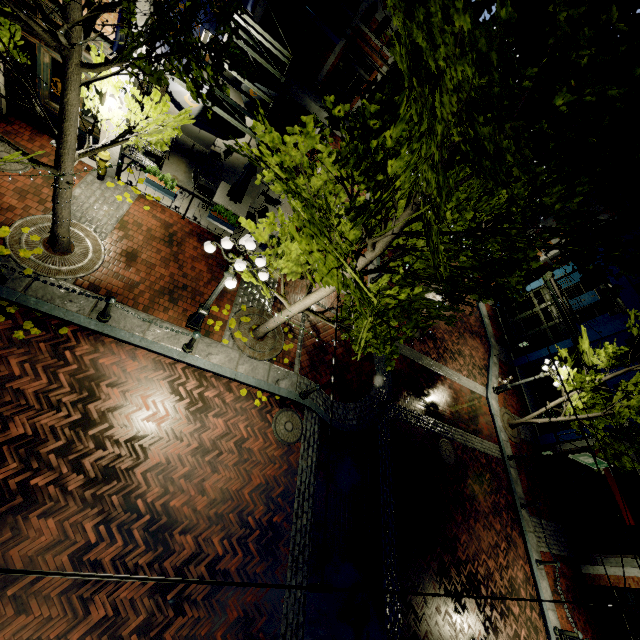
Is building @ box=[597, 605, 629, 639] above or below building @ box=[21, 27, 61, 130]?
below

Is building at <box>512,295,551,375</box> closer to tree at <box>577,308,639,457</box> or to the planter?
tree at <box>577,308,639,457</box>

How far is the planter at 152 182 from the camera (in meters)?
9.16

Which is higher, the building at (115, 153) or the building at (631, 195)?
the building at (631, 195)

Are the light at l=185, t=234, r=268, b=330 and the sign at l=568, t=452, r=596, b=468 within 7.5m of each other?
no

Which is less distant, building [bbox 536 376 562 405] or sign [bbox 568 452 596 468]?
sign [bbox 568 452 596 468]

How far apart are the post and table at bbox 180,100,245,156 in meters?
6.4 m

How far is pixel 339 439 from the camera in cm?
1016
